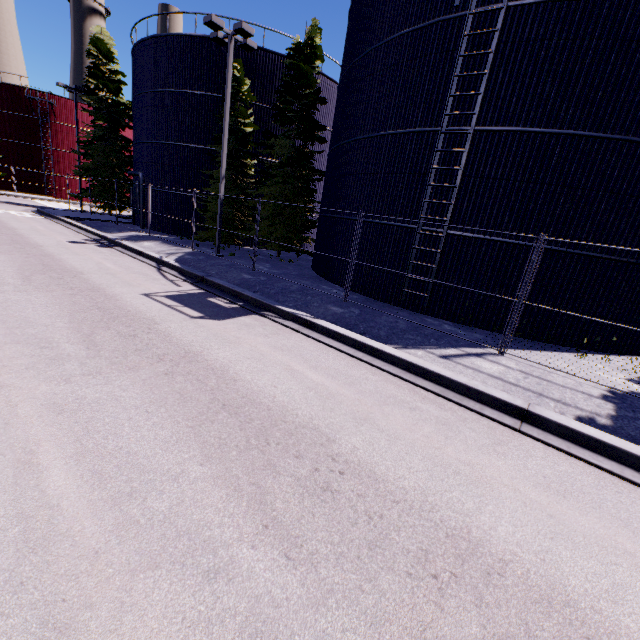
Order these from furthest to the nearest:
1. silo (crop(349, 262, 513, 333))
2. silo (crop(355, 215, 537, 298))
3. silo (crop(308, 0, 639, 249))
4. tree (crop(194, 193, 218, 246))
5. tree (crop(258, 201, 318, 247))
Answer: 1. tree (crop(194, 193, 218, 246))
2. tree (crop(258, 201, 318, 247))
3. silo (crop(349, 262, 513, 333))
4. silo (crop(355, 215, 537, 298))
5. silo (crop(308, 0, 639, 249))

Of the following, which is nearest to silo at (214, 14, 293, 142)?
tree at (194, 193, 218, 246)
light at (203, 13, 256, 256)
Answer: tree at (194, 193, 218, 246)

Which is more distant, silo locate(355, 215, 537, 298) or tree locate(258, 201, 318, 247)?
tree locate(258, 201, 318, 247)

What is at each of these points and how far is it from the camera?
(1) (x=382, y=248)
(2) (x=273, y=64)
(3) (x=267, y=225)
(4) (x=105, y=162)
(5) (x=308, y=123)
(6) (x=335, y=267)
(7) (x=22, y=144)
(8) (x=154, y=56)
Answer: (1) silo, 12.3m
(2) silo, 20.3m
(3) tree, 19.2m
(4) tree, 27.7m
(5) tree, 18.1m
(6) silo, 14.6m
(7) silo, 39.7m
(8) silo, 20.9m

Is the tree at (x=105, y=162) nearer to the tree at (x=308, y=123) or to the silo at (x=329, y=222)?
the silo at (x=329, y=222)

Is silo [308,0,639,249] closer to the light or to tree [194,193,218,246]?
tree [194,193,218,246]

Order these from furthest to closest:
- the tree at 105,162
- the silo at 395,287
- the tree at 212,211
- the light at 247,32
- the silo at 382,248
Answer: the tree at 105,162, the tree at 212,211, the light at 247,32, the silo at 395,287, the silo at 382,248

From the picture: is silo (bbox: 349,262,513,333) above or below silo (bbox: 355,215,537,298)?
below
